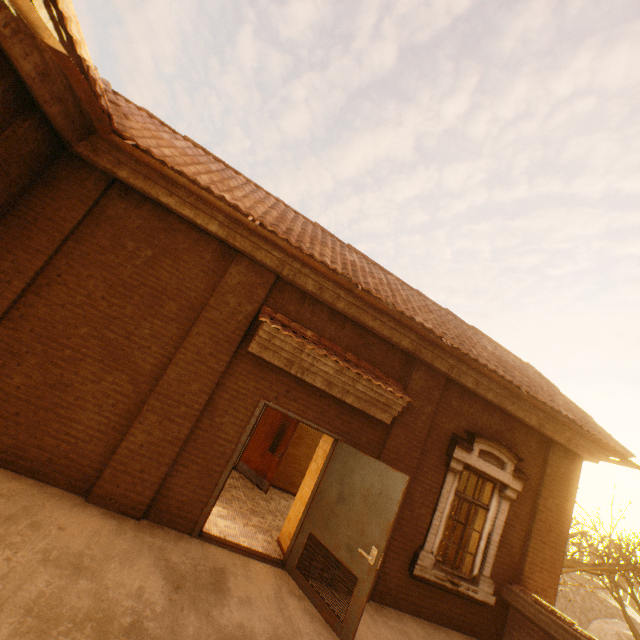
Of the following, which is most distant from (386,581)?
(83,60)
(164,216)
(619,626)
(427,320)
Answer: (619,626)

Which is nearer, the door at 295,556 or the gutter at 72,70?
the gutter at 72,70

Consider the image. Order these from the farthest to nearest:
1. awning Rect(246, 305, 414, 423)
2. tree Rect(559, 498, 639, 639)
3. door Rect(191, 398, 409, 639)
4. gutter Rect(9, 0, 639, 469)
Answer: tree Rect(559, 498, 639, 639) → awning Rect(246, 305, 414, 423) → door Rect(191, 398, 409, 639) → gutter Rect(9, 0, 639, 469)

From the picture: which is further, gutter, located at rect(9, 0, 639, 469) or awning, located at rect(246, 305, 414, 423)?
awning, located at rect(246, 305, 414, 423)

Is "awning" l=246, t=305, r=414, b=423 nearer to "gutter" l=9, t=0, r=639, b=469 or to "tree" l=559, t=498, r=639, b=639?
"gutter" l=9, t=0, r=639, b=469

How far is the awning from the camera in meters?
5.2

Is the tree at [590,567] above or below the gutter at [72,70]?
below

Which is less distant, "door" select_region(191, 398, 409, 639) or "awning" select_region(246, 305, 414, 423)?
"door" select_region(191, 398, 409, 639)
